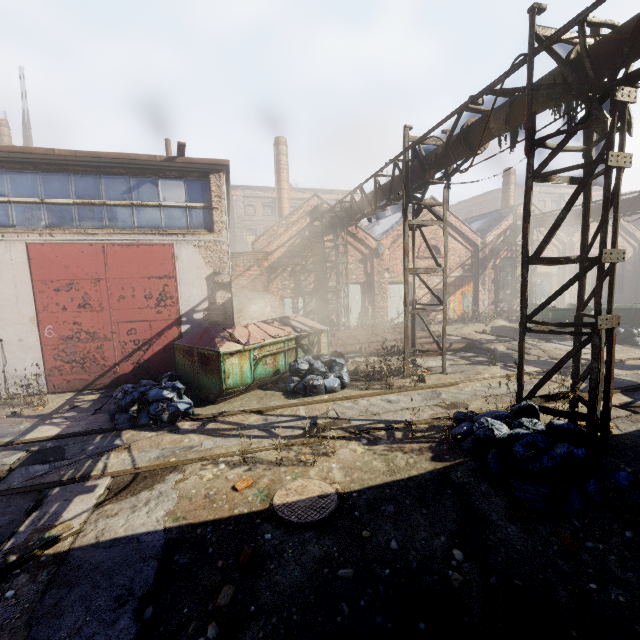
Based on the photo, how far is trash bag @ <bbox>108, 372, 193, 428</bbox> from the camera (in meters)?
6.73

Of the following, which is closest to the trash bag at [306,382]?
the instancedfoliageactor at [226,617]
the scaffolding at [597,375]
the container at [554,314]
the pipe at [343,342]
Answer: the pipe at [343,342]

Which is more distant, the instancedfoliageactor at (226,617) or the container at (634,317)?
the container at (634,317)

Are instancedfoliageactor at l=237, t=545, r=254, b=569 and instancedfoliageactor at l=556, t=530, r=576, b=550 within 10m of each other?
yes

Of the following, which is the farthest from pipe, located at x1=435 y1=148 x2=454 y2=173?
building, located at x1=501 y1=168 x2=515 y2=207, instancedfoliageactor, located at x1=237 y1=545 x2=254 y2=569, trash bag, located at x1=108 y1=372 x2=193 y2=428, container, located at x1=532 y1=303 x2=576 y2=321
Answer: trash bag, located at x1=108 y1=372 x2=193 y2=428

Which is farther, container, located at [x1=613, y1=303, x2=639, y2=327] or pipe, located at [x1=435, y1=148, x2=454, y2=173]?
container, located at [x1=613, y1=303, x2=639, y2=327]

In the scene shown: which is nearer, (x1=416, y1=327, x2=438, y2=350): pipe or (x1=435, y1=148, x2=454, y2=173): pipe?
(x1=435, y1=148, x2=454, y2=173): pipe

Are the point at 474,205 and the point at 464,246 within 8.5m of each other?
no
